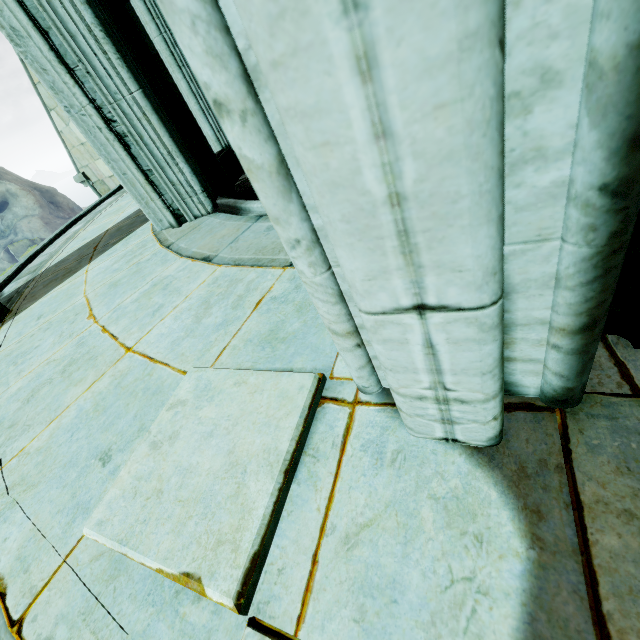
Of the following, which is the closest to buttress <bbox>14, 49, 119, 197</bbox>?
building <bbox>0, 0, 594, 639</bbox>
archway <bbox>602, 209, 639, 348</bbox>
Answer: building <bbox>0, 0, 594, 639</bbox>

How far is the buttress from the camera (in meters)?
7.12

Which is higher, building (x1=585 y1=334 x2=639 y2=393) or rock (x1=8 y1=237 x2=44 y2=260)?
building (x1=585 y1=334 x2=639 y2=393)

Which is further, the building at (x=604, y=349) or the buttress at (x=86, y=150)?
the buttress at (x=86, y=150)

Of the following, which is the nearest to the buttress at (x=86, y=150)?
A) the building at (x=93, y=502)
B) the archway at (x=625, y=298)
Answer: the building at (x=93, y=502)

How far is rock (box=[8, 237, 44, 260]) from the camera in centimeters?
3246cm

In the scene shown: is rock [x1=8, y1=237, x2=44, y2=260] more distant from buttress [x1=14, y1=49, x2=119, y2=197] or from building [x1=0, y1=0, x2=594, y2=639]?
building [x1=0, y1=0, x2=594, y2=639]

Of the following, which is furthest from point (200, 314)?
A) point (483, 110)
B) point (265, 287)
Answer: point (483, 110)
